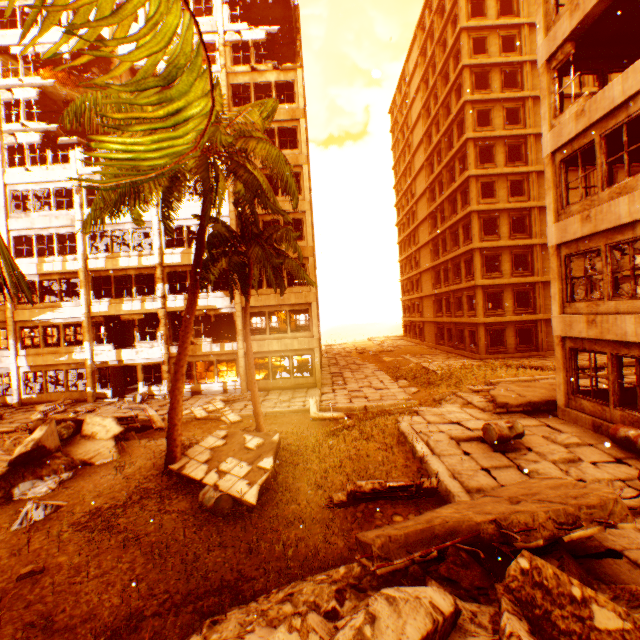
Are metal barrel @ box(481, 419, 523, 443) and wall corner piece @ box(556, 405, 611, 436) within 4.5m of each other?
yes

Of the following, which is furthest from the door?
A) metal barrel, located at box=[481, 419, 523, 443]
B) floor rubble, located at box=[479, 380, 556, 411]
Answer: metal barrel, located at box=[481, 419, 523, 443]

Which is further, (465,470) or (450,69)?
(450,69)

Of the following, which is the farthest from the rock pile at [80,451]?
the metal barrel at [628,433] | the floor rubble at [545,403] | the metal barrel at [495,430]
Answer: the floor rubble at [545,403]

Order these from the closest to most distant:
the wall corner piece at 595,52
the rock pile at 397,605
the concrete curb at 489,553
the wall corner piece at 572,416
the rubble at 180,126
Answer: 1. the rubble at 180,126
2. the rock pile at 397,605
3. the concrete curb at 489,553
4. the wall corner piece at 572,416
5. the wall corner piece at 595,52

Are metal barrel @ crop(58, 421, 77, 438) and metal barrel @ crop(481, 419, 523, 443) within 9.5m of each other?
no

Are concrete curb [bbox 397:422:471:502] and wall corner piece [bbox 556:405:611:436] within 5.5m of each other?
yes

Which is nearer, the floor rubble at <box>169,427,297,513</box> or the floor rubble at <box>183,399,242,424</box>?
the floor rubble at <box>169,427,297,513</box>
